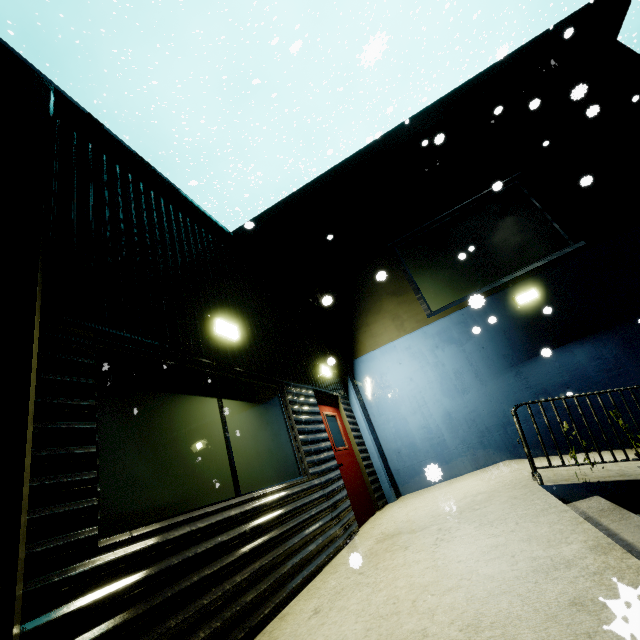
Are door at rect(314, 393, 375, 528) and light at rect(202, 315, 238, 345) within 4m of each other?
yes

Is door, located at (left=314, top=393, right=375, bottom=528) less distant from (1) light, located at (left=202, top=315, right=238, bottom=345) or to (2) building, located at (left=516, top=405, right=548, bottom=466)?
(2) building, located at (left=516, top=405, right=548, bottom=466)

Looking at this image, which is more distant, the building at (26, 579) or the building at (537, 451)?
the building at (537, 451)

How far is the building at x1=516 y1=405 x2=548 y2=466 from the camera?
6.23m

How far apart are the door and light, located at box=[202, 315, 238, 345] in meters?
2.5

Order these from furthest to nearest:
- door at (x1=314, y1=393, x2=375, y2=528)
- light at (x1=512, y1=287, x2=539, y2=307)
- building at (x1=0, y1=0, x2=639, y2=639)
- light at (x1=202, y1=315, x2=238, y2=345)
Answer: light at (x1=512, y1=287, x2=539, y2=307) < door at (x1=314, y1=393, x2=375, y2=528) < light at (x1=202, y1=315, x2=238, y2=345) < building at (x1=0, y1=0, x2=639, y2=639)

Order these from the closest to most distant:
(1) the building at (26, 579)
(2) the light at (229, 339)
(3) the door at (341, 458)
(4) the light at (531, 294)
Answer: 1. (1) the building at (26, 579)
2. (2) the light at (229, 339)
3. (3) the door at (341, 458)
4. (4) the light at (531, 294)

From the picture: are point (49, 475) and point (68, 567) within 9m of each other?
yes
